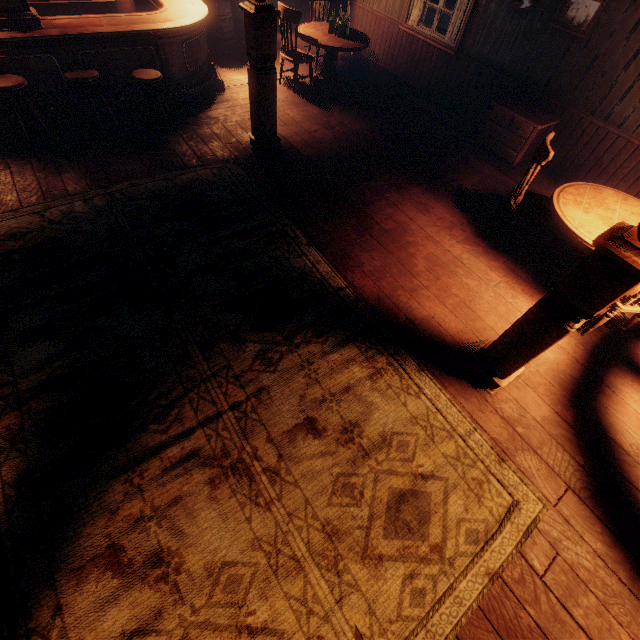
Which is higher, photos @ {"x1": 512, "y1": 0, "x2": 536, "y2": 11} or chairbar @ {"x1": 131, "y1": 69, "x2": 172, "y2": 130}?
photos @ {"x1": 512, "y1": 0, "x2": 536, "y2": 11}

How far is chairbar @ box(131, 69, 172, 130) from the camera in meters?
4.5 m

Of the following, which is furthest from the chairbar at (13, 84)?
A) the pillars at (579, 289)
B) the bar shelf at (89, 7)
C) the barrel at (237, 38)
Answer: the pillars at (579, 289)

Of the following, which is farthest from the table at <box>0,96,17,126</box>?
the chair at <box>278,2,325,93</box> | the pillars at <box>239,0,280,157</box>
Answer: the pillars at <box>239,0,280,157</box>

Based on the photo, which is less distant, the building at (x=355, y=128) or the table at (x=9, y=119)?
the building at (x=355, y=128)

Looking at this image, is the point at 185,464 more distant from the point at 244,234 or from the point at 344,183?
the point at 344,183

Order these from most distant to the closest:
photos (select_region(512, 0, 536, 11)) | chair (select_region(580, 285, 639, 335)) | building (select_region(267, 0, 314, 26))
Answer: building (select_region(267, 0, 314, 26))
photos (select_region(512, 0, 536, 11))
chair (select_region(580, 285, 639, 335))

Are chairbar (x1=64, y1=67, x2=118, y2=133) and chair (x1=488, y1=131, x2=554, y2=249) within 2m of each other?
no
